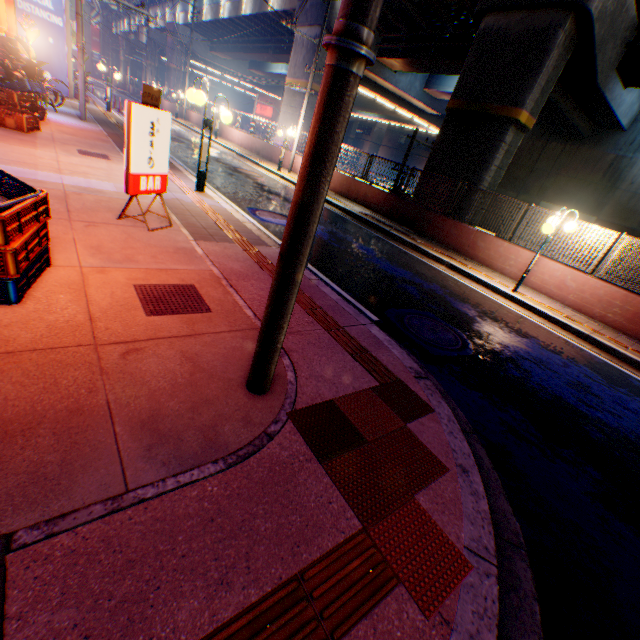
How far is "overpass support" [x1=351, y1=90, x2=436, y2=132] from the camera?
40.2m

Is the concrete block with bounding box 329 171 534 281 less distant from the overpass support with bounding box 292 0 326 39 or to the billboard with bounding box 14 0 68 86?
the overpass support with bounding box 292 0 326 39

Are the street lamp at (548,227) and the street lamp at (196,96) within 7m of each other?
no

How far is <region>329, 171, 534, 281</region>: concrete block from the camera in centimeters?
1058cm

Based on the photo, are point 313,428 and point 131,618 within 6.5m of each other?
yes

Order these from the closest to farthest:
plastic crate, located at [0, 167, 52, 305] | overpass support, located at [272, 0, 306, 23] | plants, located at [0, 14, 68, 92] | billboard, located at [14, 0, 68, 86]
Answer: plastic crate, located at [0, 167, 52, 305], plants, located at [0, 14, 68, 92], billboard, located at [14, 0, 68, 86], overpass support, located at [272, 0, 306, 23]

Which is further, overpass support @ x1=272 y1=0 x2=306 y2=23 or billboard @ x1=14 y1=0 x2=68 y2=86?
overpass support @ x1=272 y1=0 x2=306 y2=23

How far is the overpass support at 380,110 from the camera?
40.2m
